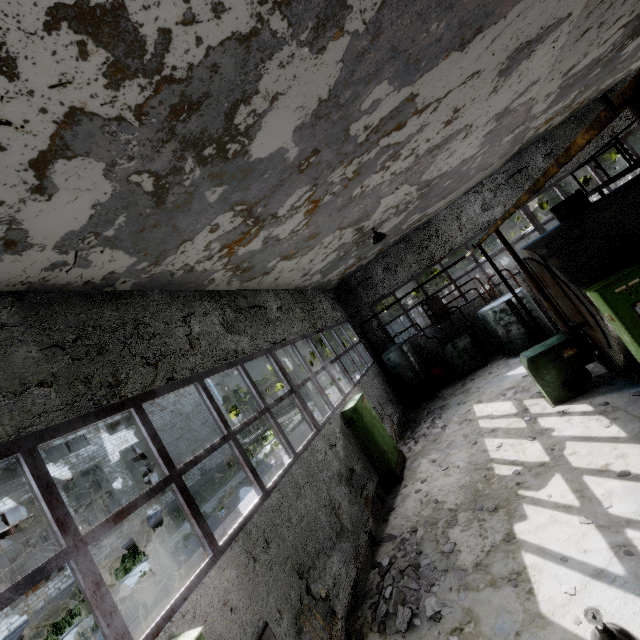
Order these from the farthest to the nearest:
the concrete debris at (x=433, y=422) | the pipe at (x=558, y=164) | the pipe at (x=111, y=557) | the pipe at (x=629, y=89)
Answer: the pipe at (x=111, y=557), the concrete debris at (x=433, y=422), the pipe at (x=558, y=164), the pipe at (x=629, y=89)

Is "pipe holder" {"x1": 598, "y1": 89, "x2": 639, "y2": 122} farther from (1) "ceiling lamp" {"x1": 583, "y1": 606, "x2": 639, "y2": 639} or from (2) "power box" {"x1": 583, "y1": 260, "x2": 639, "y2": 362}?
(2) "power box" {"x1": 583, "y1": 260, "x2": 639, "y2": 362}

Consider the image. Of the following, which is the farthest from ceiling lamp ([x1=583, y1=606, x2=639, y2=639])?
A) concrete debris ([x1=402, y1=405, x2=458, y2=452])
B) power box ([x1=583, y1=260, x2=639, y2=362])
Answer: concrete debris ([x1=402, y1=405, x2=458, y2=452])

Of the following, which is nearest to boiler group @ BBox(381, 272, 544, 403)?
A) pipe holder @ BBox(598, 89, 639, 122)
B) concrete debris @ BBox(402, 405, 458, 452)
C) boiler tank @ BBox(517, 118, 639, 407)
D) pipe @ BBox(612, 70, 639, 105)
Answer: concrete debris @ BBox(402, 405, 458, 452)

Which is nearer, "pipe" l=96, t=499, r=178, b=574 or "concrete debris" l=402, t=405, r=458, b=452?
"concrete debris" l=402, t=405, r=458, b=452

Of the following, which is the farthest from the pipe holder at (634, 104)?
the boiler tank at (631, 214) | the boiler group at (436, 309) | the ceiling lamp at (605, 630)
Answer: the boiler group at (436, 309)

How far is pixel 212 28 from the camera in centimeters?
269cm

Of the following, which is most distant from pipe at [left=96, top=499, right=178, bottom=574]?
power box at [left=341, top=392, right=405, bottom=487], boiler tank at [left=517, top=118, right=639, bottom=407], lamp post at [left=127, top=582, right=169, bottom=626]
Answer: power box at [left=341, top=392, right=405, bottom=487]
